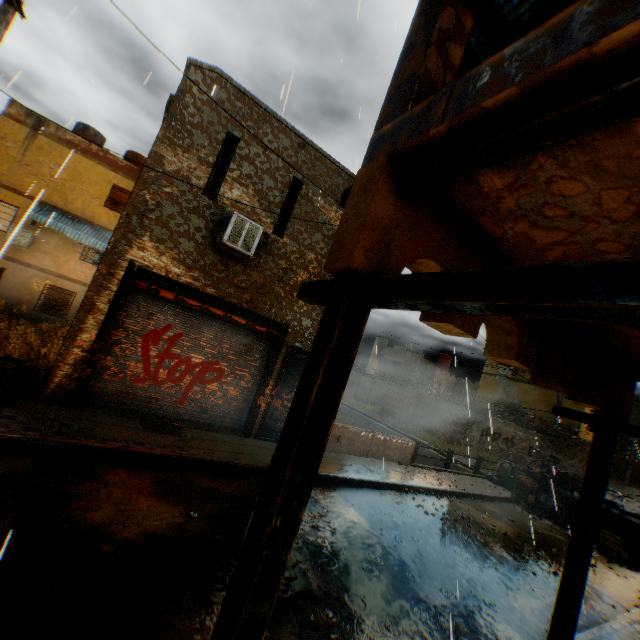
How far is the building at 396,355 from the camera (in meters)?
36.72

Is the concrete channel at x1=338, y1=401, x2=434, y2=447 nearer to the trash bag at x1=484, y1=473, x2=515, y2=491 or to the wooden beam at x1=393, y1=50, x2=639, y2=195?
the trash bag at x1=484, y1=473, x2=515, y2=491

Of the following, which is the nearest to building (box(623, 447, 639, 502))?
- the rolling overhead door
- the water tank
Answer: the rolling overhead door

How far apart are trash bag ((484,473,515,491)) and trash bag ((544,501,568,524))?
1.4m

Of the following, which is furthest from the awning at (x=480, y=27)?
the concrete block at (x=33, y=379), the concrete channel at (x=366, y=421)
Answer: the concrete block at (x=33, y=379)

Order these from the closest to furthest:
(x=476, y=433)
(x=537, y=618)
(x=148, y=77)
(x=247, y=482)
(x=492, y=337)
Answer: (x=492, y=337)
(x=537, y=618)
(x=148, y=77)
(x=247, y=482)
(x=476, y=433)

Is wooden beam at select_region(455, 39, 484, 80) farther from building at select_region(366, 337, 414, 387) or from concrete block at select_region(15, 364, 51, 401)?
concrete block at select_region(15, 364, 51, 401)

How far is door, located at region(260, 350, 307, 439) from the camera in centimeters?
948cm
